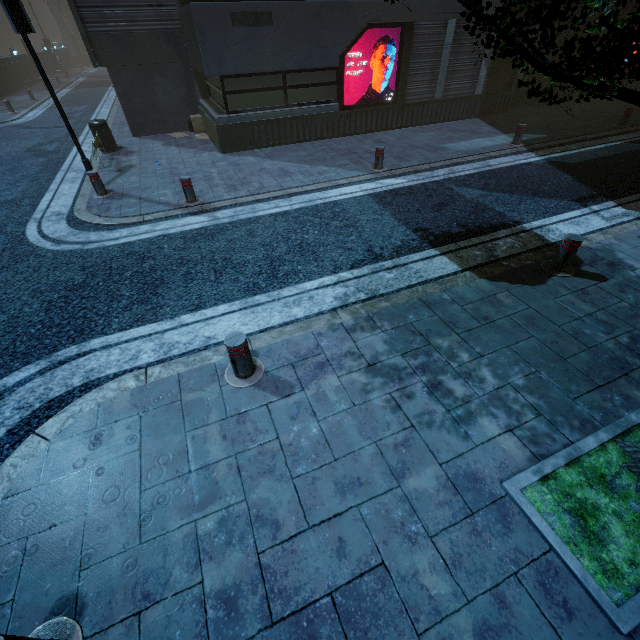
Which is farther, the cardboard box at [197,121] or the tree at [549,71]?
the cardboard box at [197,121]

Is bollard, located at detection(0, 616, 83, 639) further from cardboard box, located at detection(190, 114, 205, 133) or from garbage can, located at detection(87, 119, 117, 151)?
cardboard box, located at detection(190, 114, 205, 133)

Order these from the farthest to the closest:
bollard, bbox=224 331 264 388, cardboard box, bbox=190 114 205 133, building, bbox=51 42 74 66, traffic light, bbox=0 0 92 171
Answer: building, bbox=51 42 74 66 → cardboard box, bbox=190 114 205 133 → traffic light, bbox=0 0 92 171 → bollard, bbox=224 331 264 388

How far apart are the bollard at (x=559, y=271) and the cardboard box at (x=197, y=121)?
12.8 meters

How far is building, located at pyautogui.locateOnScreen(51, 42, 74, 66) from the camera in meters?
40.5 m

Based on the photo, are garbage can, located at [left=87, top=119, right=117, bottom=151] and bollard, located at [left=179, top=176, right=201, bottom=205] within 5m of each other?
no

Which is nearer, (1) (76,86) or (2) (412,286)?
(2) (412,286)

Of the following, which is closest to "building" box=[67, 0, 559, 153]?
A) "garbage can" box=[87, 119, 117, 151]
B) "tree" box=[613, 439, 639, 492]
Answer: "garbage can" box=[87, 119, 117, 151]
